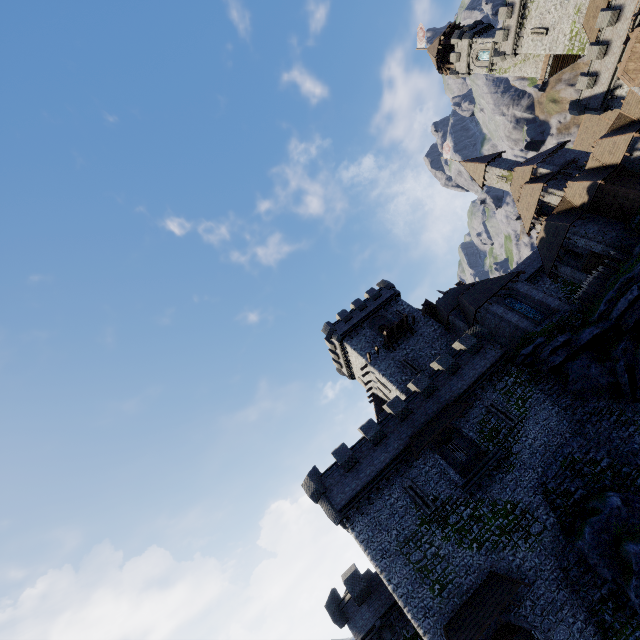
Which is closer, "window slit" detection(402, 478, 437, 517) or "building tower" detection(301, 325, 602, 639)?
"building tower" detection(301, 325, 602, 639)

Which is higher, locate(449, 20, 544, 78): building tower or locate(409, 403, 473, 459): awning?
locate(449, 20, 544, 78): building tower

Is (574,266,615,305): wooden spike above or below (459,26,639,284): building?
below

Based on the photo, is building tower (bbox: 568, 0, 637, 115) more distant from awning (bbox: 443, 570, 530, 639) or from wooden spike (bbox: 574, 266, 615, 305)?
awning (bbox: 443, 570, 530, 639)

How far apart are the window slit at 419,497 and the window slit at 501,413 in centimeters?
829cm

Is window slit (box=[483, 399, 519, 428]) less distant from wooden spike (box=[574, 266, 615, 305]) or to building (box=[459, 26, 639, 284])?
wooden spike (box=[574, 266, 615, 305])

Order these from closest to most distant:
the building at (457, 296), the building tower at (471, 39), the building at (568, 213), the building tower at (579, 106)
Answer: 1. the building at (568, 213)
2. the building at (457, 296)
3. the building tower at (579, 106)
4. the building tower at (471, 39)

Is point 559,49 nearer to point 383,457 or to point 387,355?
point 387,355
